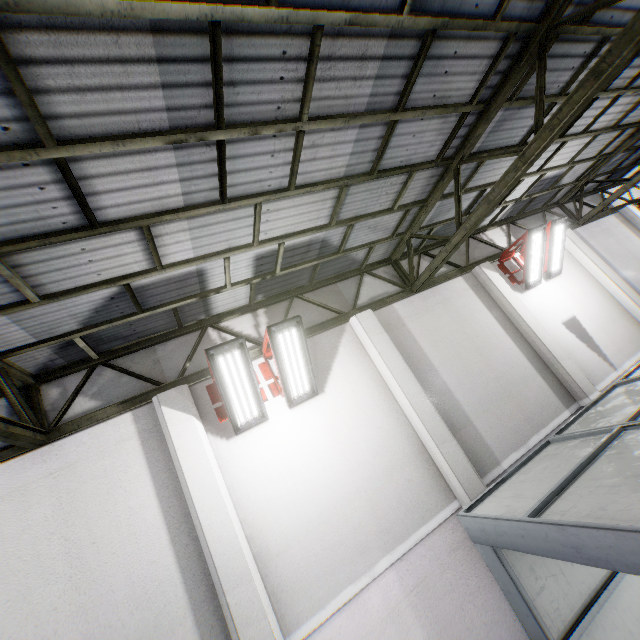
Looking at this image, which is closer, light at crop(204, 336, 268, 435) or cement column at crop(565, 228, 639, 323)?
light at crop(204, 336, 268, 435)

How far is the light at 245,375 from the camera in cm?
489

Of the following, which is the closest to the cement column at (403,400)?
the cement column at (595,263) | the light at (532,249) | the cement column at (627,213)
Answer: → the light at (532,249)

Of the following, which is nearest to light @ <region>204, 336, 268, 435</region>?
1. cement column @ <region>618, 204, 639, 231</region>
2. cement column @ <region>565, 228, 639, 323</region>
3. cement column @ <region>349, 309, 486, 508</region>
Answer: cement column @ <region>349, 309, 486, 508</region>

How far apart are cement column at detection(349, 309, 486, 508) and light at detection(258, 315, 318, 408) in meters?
1.3

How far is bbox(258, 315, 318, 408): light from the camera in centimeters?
529cm

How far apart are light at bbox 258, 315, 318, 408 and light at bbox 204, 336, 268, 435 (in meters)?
0.11

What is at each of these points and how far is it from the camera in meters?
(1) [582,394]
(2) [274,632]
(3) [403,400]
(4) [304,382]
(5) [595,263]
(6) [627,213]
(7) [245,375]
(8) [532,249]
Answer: (1) cement column, 7.2 m
(2) cement column, 4.2 m
(3) cement column, 6.2 m
(4) light, 5.8 m
(5) cement column, 9.6 m
(6) cement column, 11.6 m
(7) light, 5.2 m
(8) light, 8.1 m
